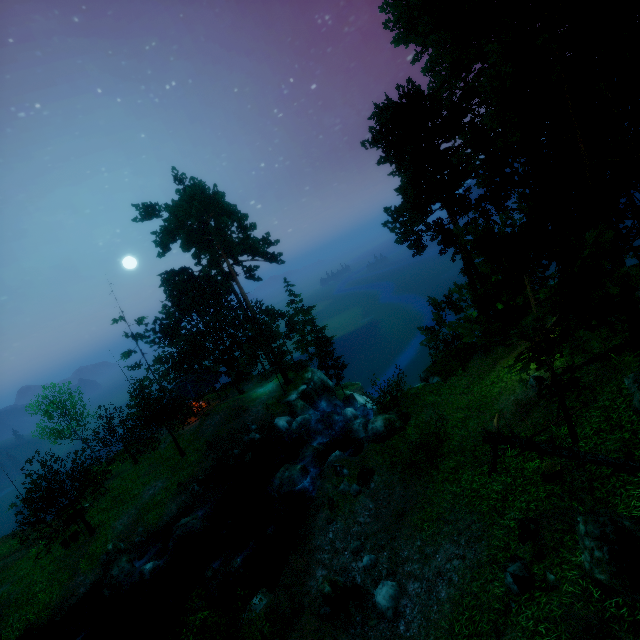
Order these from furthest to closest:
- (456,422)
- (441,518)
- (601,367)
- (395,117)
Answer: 1. (395,117)
2. (456,422)
3. (601,367)
4. (441,518)

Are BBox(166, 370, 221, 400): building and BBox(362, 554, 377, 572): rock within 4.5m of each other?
no

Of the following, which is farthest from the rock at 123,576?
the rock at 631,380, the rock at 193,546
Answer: the rock at 631,380

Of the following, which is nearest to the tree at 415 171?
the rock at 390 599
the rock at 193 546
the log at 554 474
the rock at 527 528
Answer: the log at 554 474

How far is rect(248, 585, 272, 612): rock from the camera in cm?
1288

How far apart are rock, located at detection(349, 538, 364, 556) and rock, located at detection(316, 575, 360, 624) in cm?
80

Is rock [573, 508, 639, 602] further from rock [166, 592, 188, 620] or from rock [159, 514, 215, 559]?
rock [159, 514, 215, 559]

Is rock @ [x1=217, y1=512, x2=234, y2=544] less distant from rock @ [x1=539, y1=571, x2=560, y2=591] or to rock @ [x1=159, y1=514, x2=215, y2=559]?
rock @ [x1=159, y1=514, x2=215, y2=559]
